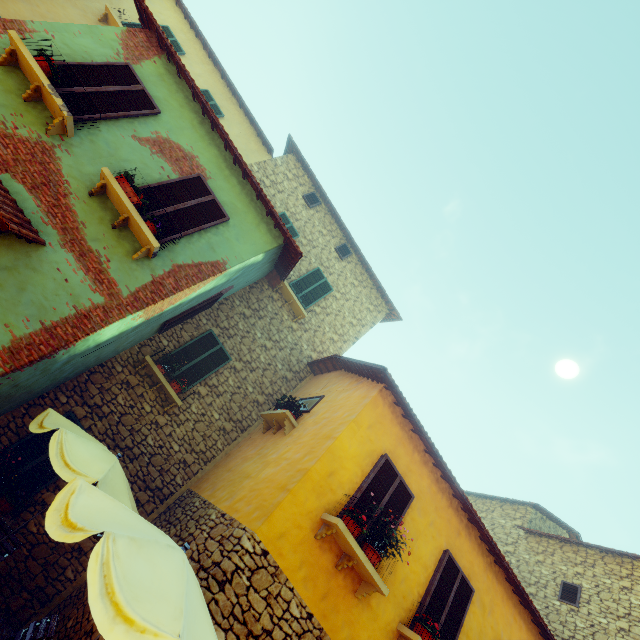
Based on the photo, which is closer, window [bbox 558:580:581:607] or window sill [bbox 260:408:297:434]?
window sill [bbox 260:408:297:434]

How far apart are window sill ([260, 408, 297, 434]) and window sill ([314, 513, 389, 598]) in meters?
2.4 m

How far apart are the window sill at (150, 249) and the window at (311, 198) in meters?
8.3

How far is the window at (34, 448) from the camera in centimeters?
660cm

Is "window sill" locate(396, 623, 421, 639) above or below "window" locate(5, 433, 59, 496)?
above

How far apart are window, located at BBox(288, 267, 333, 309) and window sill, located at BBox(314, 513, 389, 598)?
7.2m

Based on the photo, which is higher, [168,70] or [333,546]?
[168,70]

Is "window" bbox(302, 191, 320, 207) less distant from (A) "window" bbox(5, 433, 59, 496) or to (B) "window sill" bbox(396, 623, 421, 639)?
Result: (A) "window" bbox(5, 433, 59, 496)
